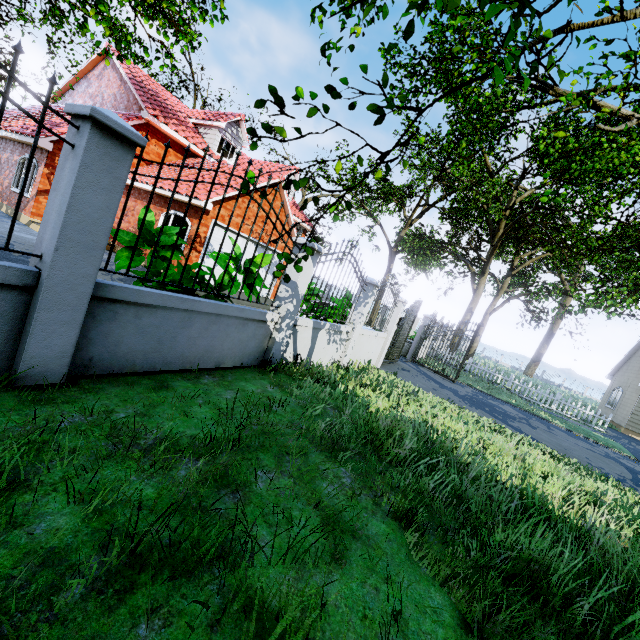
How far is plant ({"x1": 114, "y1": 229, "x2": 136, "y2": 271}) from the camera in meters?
4.7

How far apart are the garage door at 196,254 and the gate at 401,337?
7.4m

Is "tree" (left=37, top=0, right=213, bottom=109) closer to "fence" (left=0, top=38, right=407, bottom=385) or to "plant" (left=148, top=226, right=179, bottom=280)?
"fence" (left=0, top=38, right=407, bottom=385)

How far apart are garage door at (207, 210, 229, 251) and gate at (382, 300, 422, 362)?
7.41m

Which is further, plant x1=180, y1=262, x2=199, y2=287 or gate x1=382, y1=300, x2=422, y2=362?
gate x1=382, y1=300, x2=422, y2=362

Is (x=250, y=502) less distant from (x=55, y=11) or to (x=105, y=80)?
(x=55, y=11)

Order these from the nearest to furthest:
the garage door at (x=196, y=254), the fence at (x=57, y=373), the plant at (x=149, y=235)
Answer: the fence at (x=57, y=373) → the plant at (x=149, y=235) → the garage door at (x=196, y=254)
